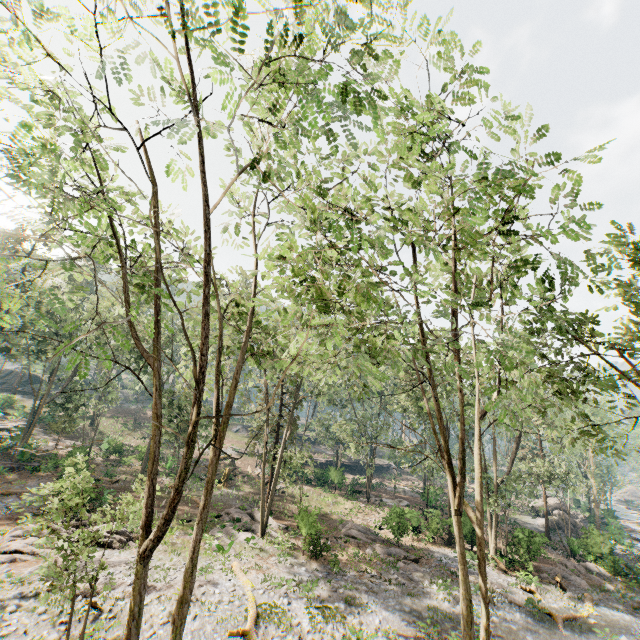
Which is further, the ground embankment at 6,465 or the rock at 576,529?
the ground embankment at 6,465

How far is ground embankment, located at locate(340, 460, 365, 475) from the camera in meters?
52.6

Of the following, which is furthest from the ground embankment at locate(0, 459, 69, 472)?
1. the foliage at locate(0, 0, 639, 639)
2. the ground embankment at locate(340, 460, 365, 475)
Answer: the ground embankment at locate(340, 460, 365, 475)

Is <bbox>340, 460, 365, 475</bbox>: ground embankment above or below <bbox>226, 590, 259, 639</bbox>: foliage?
above

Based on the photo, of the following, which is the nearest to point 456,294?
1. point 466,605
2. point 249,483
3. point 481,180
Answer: point 481,180

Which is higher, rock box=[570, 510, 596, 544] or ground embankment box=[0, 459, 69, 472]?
rock box=[570, 510, 596, 544]

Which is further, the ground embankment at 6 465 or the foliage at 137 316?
the ground embankment at 6 465

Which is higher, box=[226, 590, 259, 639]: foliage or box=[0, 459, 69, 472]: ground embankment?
box=[0, 459, 69, 472]: ground embankment
